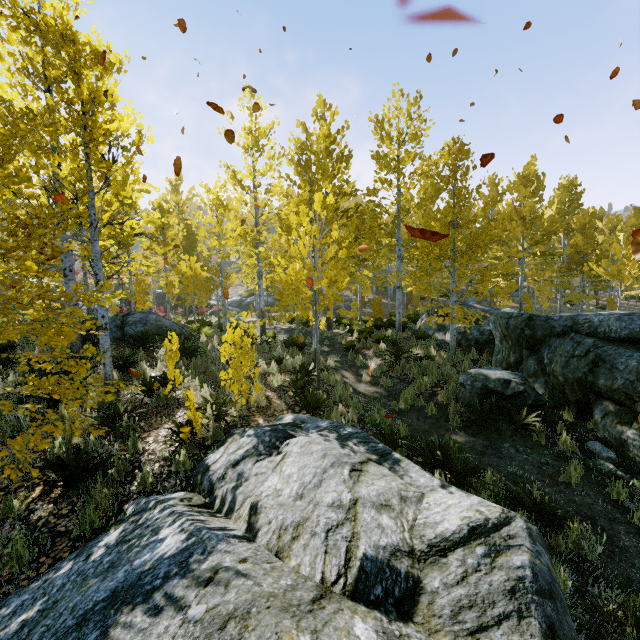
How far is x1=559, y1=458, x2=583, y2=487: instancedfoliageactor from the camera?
5.41m

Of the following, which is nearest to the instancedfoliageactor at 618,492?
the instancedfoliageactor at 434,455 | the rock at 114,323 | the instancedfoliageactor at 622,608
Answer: the rock at 114,323

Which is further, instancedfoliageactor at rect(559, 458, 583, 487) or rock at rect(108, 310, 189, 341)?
rock at rect(108, 310, 189, 341)

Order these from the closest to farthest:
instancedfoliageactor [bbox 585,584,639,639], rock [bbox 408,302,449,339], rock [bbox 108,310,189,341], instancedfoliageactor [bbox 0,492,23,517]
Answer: instancedfoliageactor [bbox 585,584,639,639] < instancedfoliageactor [bbox 0,492,23,517] < rock [bbox 108,310,189,341] < rock [bbox 408,302,449,339]

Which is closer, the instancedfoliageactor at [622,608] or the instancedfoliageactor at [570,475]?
the instancedfoliageactor at [622,608]

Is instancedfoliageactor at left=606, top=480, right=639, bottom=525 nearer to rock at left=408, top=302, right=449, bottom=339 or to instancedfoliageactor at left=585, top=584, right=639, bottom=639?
rock at left=408, top=302, right=449, bottom=339

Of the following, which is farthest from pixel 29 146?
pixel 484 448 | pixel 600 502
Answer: pixel 600 502
